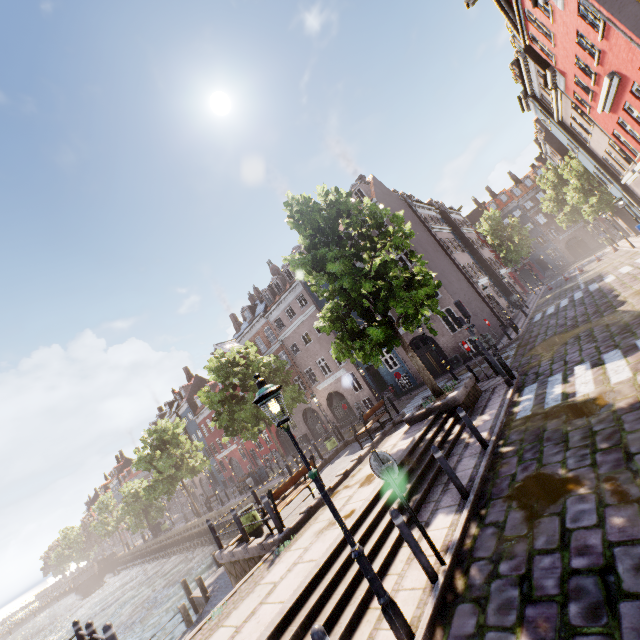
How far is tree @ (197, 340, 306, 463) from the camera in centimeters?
2194cm

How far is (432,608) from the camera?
4.4m

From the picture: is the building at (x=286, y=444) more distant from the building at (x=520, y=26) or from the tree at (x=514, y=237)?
the building at (x=520, y=26)

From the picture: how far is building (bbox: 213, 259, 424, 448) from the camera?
27.28m

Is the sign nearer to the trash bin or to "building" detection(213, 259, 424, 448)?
the trash bin

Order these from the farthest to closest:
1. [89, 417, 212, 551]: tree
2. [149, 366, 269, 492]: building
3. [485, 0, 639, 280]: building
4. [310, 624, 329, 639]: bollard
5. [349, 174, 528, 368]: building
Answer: [149, 366, 269, 492]: building → [89, 417, 212, 551]: tree → [349, 174, 528, 368]: building → [485, 0, 639, 280]: building → [310, 624, 329, 639]: bollard

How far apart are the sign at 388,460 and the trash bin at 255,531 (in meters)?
7.85
